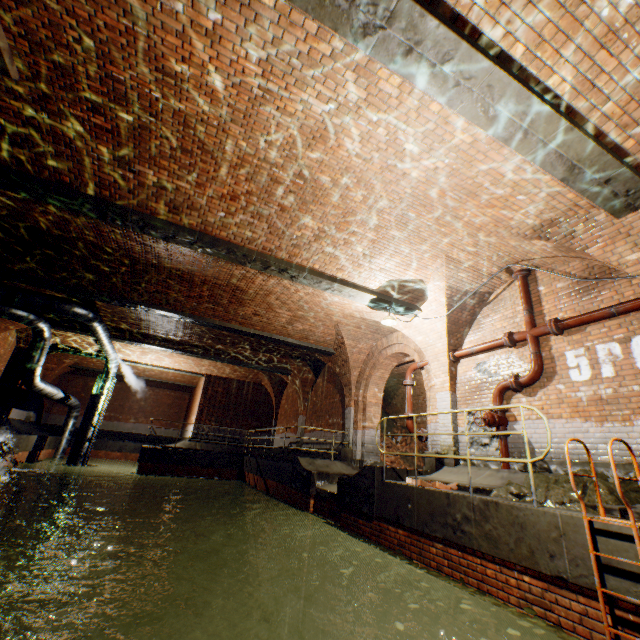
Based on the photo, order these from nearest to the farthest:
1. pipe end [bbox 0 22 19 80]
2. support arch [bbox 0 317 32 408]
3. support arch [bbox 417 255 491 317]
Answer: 1. pipe end [bbox 0 22 19 80]
2. support arch [bbox 417 255 491 317]
3. support arch [bbox 0 317 32 408]

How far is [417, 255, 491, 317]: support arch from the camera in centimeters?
752cm

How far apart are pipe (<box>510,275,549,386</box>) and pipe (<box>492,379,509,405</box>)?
Result: 0.1 meters

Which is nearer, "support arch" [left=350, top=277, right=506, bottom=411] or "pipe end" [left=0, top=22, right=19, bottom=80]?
"pipe end" [left=0, top=22, right=19, bottom=80]

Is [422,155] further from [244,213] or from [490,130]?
[244,213]

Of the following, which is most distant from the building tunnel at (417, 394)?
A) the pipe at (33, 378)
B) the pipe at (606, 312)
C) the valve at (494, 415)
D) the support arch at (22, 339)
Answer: the support arch at (22, 339)

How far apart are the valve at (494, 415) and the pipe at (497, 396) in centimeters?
1cm

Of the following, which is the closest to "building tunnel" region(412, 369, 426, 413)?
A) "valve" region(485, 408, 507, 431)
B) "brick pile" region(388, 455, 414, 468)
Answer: "brick pile" region(388, 455, 414, 468)
